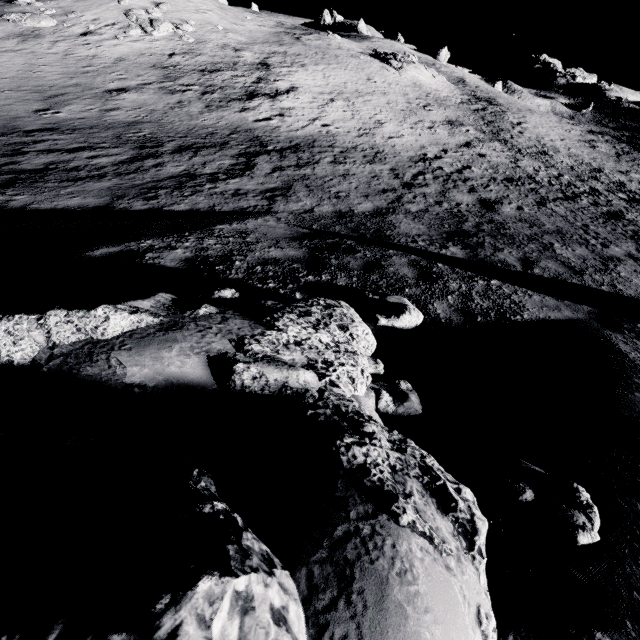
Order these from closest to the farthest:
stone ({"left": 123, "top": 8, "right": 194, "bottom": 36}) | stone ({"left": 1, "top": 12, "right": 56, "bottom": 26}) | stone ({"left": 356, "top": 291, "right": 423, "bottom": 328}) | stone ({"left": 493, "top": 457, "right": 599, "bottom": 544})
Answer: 1. stone ({"left": 493, "top": 457, "right": 599, "bottom": 544})
2. stone ({"left": 356, "top": 291, "right": 423, "bottom": 328})
3. stone ({"left": 1, "top": 12, "right": 56, "bottom": 26})
4. stone ({"left": 123, "top": 8, "right": 194, "bottom": 36})

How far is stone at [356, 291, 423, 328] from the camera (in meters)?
4.16

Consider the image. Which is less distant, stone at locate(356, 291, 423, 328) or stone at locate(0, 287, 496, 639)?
stone at locate(0, 287, 496, 639)

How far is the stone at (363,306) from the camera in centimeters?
416cm

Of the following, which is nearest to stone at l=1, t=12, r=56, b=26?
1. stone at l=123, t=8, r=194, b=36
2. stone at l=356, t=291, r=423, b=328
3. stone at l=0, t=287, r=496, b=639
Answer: stone at l=123, t=8, r=194, b=36

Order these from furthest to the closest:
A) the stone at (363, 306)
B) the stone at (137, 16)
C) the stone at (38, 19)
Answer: the stone at (137, 16), the stone at (38, 19), the stone at (363, 306)

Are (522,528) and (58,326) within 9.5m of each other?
yes
